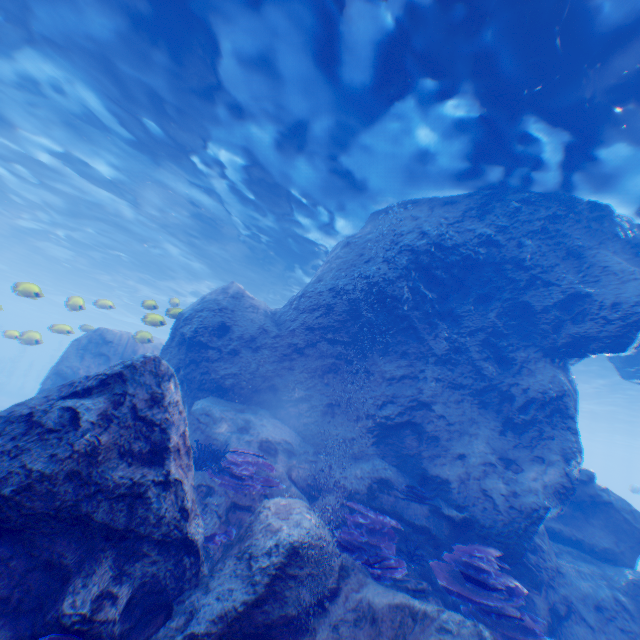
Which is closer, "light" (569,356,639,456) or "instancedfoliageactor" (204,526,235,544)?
"instancedfoliageactor" (204,526,235,544)

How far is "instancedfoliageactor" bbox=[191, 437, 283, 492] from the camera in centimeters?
651cm

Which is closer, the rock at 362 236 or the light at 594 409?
the rock at 362 236

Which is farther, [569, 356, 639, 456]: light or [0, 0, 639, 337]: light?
[569, 356, 639, 456]: light

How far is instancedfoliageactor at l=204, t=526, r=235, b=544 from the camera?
5.4m

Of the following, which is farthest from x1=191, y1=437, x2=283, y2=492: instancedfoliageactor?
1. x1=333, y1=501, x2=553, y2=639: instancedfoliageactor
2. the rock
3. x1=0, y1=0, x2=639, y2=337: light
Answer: x1=0, y1=0, x2=639, y2=337: light

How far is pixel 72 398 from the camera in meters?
4.6

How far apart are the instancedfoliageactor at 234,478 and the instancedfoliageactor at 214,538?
0.6m
